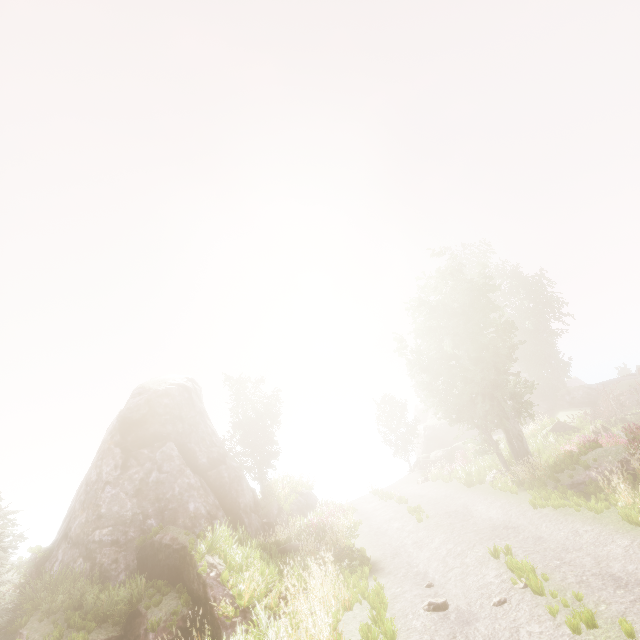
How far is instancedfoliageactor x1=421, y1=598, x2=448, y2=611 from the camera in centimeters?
739cm

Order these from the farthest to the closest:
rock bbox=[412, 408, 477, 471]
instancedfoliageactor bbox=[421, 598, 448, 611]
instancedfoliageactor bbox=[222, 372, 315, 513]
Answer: rock bbox=[412, 408, 477, 471] < instancedfoliageactor bbox=[222, 372, 315, 513] < instancedfoliageactor bbox=[421, 598, 448, 611]

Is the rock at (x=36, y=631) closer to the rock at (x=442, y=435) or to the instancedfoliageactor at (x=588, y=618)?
the instancedfoliageactor at (x=588, y=618)

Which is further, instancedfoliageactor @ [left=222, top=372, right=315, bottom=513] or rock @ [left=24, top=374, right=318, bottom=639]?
instancedfoliageactor @ [left=222, top=372, right=315, bottom=513]

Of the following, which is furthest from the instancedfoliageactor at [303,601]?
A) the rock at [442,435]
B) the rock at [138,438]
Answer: Answer: the rock at [442,435]

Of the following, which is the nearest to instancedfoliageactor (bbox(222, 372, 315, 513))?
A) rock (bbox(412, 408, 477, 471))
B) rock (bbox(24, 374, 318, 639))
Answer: rock (bbox(24, 374, 318, 639))

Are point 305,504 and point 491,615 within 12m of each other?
no

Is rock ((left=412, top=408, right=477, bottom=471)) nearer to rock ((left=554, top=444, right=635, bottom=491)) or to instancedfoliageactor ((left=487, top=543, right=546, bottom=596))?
instancedfoliageactor ((left=487, top=543, right=546, bottom=596))
